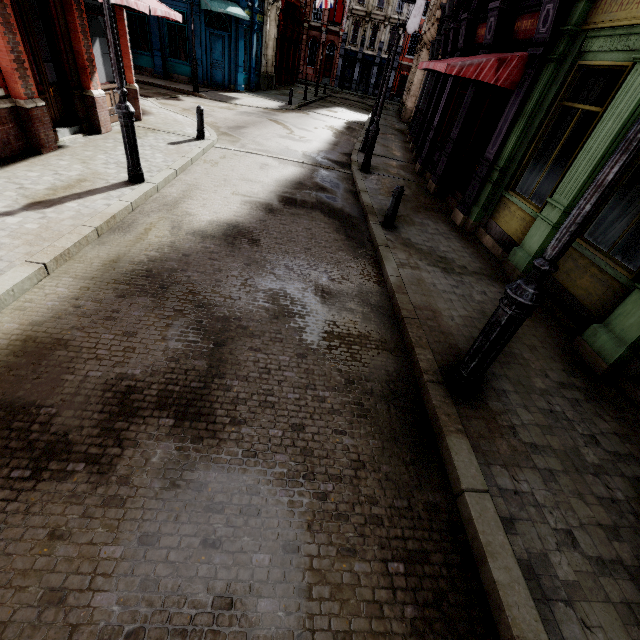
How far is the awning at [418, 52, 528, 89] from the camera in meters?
7.0

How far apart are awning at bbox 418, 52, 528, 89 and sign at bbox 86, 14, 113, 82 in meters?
9.1 m

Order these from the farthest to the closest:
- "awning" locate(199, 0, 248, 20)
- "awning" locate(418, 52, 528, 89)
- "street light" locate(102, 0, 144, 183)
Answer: "awning" locate(199, 0, 248, 20) → "awning" locate(418, 52, 528, 89) → "street light" locate(102, 0, 144, 183)

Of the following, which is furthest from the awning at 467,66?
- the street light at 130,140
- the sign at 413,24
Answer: the sign at 413,24

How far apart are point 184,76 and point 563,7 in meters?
22.2 m

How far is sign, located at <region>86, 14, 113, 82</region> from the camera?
8.92m

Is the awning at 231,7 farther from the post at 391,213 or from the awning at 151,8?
the post at 391,213

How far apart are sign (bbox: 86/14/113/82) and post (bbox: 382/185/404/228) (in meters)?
9.39
